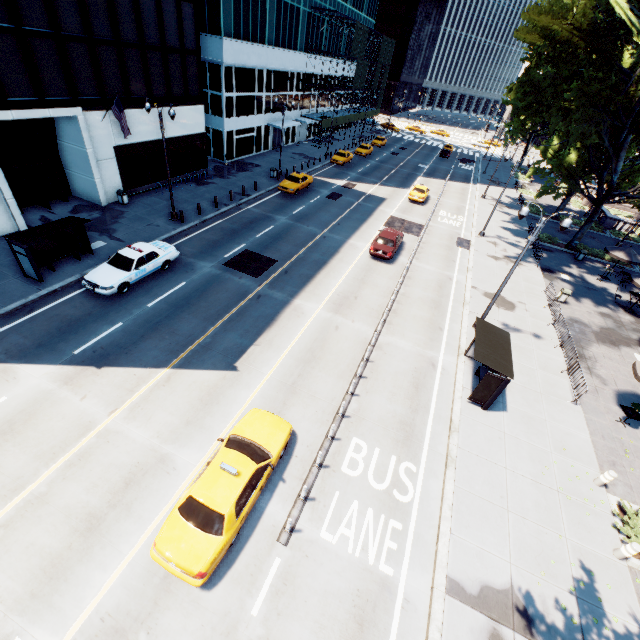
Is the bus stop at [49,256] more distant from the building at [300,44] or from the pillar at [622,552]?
the pillar at [622,552]

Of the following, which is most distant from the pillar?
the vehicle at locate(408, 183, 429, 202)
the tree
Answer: the vehicle at locate(408, 183, 429, 202)

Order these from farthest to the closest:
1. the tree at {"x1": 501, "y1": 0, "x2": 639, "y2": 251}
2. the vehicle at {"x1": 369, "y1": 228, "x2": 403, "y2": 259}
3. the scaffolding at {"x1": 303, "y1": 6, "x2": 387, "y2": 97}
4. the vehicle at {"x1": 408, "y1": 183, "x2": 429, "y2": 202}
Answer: the scaffolding at {"x1": 303, "y1": 6, "x2": 387, "y2": 97}
the vehicle at {"x1": 408, "y1": 183, "x2": 429, "y2": 202}
the vehicle at {"x1": 369, "y1": 228, "x2": 403, "y2": 259}
the tree at {"x1": 501, "y1": 0, "x2": 639, "y2": 251}

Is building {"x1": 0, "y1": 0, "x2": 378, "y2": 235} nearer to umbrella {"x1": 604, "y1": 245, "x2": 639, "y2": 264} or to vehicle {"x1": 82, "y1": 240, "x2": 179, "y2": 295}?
vehicle {"x1": 82, "y1": 240, "x2": 179, "y2": 295}

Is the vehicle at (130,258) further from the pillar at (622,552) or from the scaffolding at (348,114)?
the scaffolding at (348,114)

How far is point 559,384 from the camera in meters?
16.6 m

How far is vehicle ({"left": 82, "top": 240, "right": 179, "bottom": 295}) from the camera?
16.27m

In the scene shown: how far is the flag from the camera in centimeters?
2059cm
